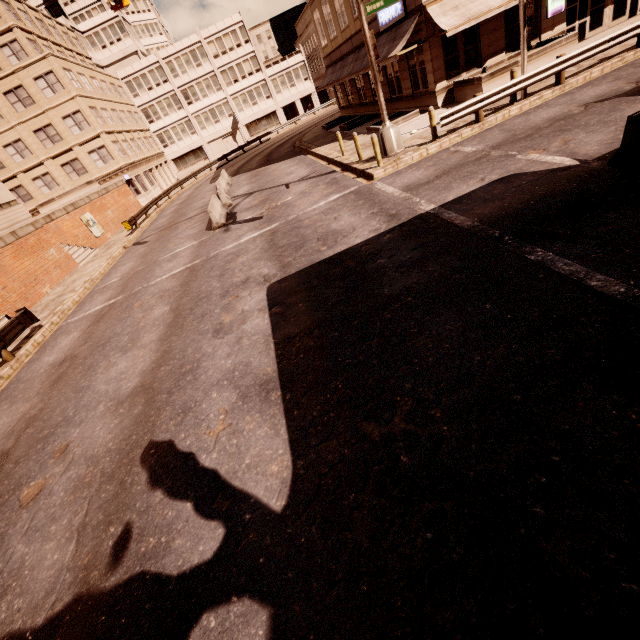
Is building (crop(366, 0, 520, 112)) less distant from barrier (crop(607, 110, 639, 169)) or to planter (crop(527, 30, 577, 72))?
planter (crop(527, 30, 577, 72))

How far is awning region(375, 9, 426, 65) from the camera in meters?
16.4 m

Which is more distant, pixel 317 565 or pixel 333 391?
pixel 333 391

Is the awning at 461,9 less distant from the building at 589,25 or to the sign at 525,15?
the building at 589,25

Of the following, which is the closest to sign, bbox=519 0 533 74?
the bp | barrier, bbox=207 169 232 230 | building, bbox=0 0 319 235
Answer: barrier, bbox=207 169 232 230

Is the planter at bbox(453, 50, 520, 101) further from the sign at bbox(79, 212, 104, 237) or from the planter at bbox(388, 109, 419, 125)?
the sign at bbox(79, 212, 104, 237)

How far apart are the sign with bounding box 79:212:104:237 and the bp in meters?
0.8 m

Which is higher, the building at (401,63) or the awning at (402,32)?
the awning at (402,32)
